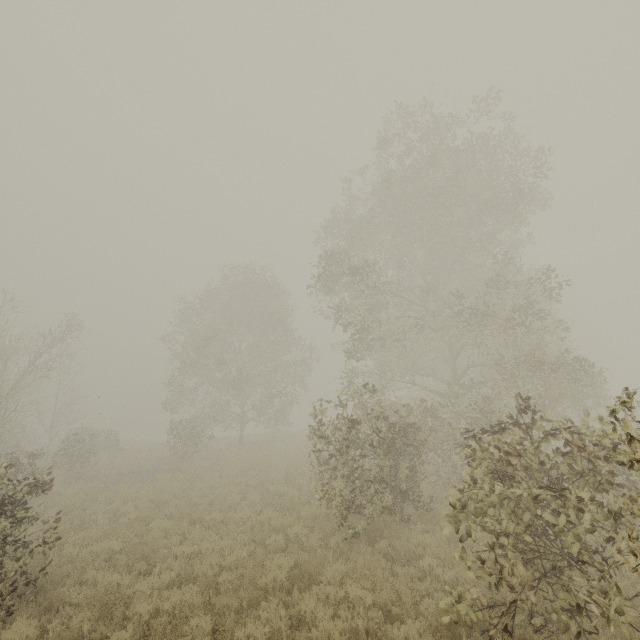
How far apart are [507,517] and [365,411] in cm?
1013

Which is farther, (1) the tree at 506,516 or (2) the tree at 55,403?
(2) the tree at 55,403

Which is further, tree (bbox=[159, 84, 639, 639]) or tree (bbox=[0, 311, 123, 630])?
tree (bbox=[0, 311, 123, 630])
